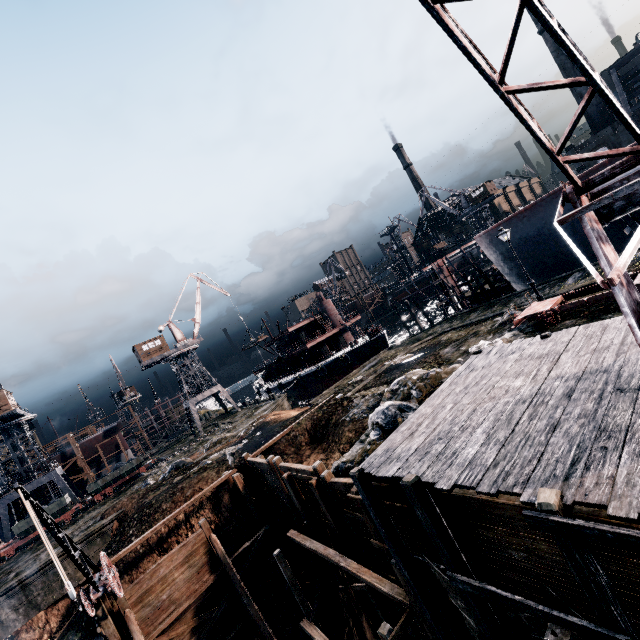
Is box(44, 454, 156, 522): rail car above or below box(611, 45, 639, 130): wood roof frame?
below

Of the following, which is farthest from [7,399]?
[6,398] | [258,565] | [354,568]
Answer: [354,568]

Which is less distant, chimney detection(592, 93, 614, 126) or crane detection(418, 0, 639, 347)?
crane detection(418, 0, 639, 347)

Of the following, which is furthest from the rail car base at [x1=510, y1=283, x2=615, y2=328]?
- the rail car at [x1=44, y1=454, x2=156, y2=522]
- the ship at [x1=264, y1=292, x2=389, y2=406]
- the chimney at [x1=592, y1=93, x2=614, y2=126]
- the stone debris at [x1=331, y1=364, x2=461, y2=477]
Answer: the chimney at [x1=592, y1=93, x2=614, y2=126]

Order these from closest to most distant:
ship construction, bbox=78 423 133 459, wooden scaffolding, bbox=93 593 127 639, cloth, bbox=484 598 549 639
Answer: cloth, bbox=484 598 549 639 < wooden scaffolding, bbox=93 593 127 639 < ship construction, bbox=78 423 133 459

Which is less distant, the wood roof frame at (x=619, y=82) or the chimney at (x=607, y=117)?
the wood roof frame at (x=619, y=82)

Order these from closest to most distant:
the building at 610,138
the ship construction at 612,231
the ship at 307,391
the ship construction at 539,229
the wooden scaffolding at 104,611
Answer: the wooden scaffolding at 104,611 → the ship construction at 612,231 → the ship construction at 539,229 → the ship at 307,391 → the building at 610,138

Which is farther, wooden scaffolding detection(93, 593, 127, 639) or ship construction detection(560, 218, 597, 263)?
ship construction detection(560, 218, 597, 263)
